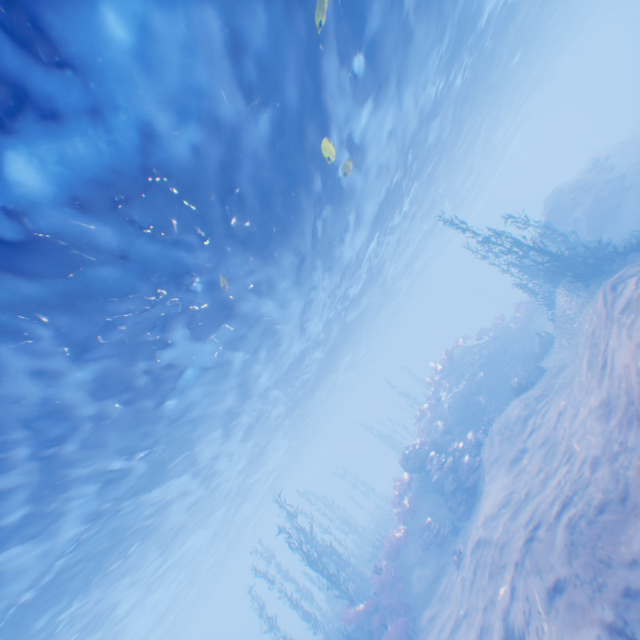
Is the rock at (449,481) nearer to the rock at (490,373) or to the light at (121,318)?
the rock at (490,373)

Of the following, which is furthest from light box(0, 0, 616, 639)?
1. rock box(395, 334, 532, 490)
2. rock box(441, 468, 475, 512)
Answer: rock box(441, 468, 475, 512)

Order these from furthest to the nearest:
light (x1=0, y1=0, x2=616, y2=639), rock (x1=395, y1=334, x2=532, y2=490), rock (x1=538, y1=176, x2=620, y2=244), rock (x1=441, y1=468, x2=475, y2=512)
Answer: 1. rock (x1=538, y1=176, x2=620, y2=244)
2. rock (x1=395, y1=334, x2=532, y2=490)
3. rock (x1=441, y1=468, x2=475, y2=512)
4. light (x1=0, y1=0, x2=616, y2=639)

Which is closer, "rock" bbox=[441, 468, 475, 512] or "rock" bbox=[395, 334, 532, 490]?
A: "rock" bbox=[441, 468, 475, 512]

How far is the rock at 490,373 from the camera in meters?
18.4 m

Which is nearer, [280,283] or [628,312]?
[628,312]

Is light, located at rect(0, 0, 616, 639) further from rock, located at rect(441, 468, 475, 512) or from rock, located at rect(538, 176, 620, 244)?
rock, located at rect(441, 468, 475, 512)

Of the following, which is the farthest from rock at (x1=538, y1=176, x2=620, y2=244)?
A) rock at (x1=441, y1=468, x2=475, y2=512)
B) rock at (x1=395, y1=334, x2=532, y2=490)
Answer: rock at (x1=441, y1=468, x2=475, y2=512)
